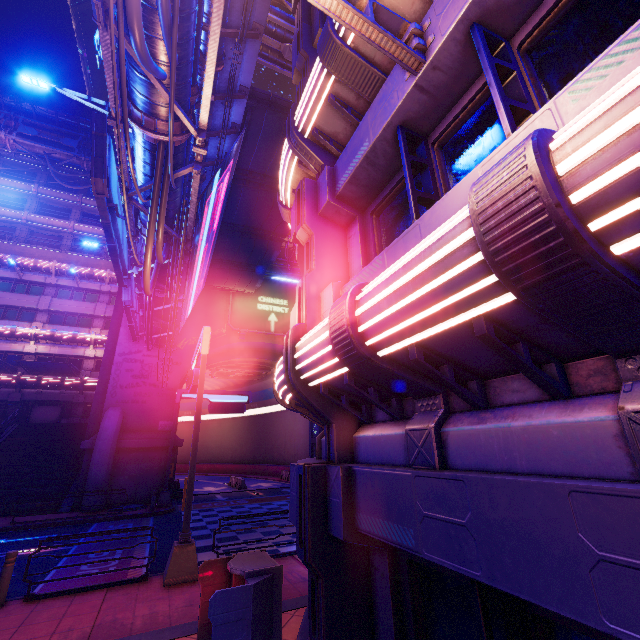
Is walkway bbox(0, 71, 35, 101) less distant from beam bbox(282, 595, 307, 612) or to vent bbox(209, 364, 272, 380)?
vent bbox(209, 364, 272, 380)

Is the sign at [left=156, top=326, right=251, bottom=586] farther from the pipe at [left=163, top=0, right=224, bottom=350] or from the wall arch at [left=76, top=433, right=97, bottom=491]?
the pipe at [left=163, top=0, right=224, bottom=350]

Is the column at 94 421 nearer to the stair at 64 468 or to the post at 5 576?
the stair at 64 468

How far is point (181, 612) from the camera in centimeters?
684cm

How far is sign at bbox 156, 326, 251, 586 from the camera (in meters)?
8.49

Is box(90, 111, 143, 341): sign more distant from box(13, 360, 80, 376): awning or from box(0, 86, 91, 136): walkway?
box(0, 86, 91, 136): walkway

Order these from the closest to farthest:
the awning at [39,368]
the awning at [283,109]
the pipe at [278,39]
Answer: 1. the awning at [283,109]
2. the pipe at [278,39]
3. the awning at [39,368]

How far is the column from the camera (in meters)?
23.83
